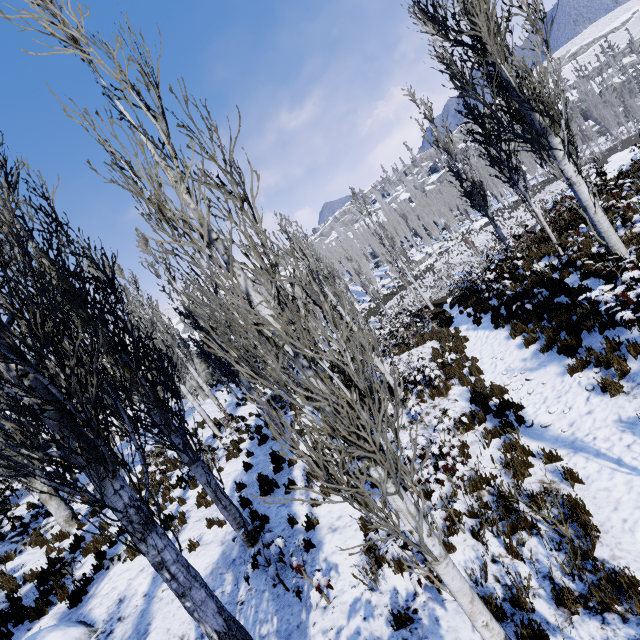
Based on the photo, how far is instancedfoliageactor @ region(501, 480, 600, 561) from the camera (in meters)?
4.40

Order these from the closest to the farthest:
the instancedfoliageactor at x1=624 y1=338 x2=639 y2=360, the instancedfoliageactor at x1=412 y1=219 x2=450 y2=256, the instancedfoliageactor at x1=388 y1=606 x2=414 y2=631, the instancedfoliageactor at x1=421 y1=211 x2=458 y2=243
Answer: the instancedfoliageactor at x1=388 y1=606 x2=414 y2=631 < the instancedfoliageactor at x1=624 y1=338 x2=639 y2=360 < the instancedfoliageactor at x1=421 y1=211 x2=458 y2=243 < the instancedfoliageactor at x1=412 y1=219 x2=450 y2=256

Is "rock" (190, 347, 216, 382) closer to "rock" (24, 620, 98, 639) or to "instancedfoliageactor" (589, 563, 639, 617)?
"instancedfoliageactor" (589, 563, 639, 617)

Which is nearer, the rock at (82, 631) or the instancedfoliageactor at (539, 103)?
the instancedfoliageactor at (539, 103)

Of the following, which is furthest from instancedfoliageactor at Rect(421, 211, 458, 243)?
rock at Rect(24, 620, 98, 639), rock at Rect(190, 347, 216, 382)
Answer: rock at Rect(24, 620, 98, 639)

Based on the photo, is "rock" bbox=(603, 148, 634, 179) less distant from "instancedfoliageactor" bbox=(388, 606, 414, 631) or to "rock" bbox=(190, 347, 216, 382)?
"instancedfoliageactor" bbox=(388, 606, 414, 631)

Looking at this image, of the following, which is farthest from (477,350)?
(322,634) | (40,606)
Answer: (40,606)

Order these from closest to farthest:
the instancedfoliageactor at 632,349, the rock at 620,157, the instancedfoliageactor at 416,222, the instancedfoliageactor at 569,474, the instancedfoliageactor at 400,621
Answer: the instancedfoliageactor at 400,621, the instancedfoliageactor at 569,474, the instancedfoliageactor at 632,349, the rock at 620,157, the instancedfoliageactor at 416,222
